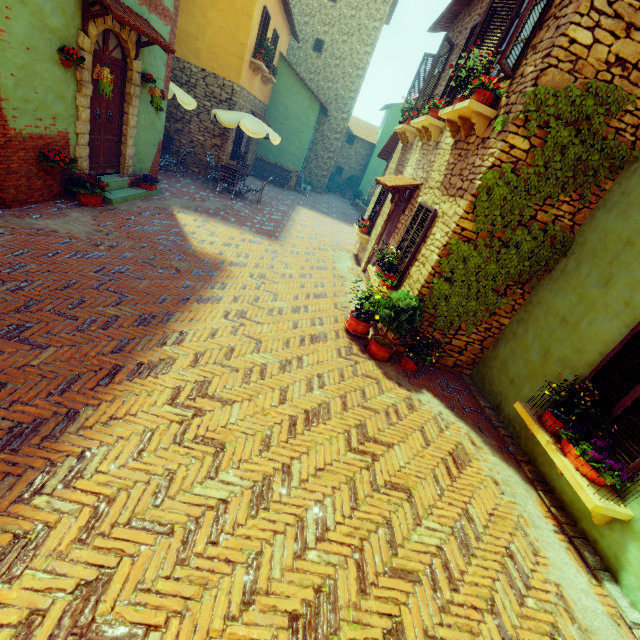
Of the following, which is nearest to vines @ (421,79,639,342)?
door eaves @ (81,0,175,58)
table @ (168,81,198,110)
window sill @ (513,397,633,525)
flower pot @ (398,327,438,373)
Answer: flower pot @ (398,327,438,373)

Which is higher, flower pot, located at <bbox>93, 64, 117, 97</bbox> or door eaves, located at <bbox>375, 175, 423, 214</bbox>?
door eaves, located at <bbox>375, 175, 423, 214</bbox>

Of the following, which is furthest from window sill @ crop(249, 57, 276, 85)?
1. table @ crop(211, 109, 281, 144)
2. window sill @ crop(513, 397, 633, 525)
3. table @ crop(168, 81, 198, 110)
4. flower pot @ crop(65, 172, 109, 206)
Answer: window sill @ crop(513, 397, 633, 525)

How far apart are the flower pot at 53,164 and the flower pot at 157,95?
2.7m

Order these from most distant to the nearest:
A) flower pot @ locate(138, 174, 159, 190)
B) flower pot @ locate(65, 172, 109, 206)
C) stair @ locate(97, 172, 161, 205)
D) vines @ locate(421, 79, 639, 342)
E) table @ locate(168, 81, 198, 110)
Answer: table @ locate(168, 81, 198, 110)
flower pot @ locate(138, 174, 159, 190)
stair @ locate(97, 172, 161, 205)
flower pot @ locate(65, 172, 109, 206)
vines @ locate(421, 79, 639, 342)

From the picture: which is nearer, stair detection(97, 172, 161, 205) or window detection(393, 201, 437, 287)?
window detection(393, 201, 437, 287)

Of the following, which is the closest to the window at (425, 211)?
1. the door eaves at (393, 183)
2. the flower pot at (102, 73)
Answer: the door eaves at (393, 183)

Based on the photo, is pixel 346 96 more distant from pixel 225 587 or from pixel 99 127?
pixel 225 587
